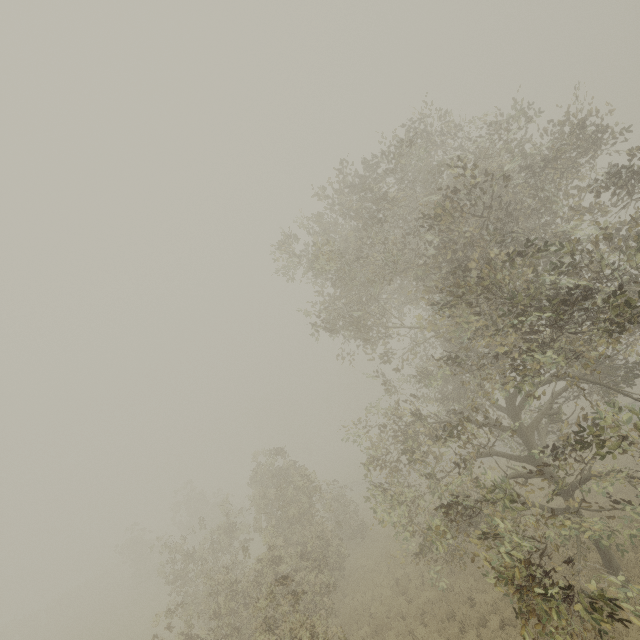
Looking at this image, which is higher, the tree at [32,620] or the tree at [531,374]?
the tree at [531,374]

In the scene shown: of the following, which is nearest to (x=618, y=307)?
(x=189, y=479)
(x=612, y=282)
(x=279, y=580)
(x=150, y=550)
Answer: (x=612, y=282)

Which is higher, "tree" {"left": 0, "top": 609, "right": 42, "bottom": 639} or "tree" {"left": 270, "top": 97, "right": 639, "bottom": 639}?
"tree" {"left": 270, "top": 97, "right": 639, "bottom": 639}

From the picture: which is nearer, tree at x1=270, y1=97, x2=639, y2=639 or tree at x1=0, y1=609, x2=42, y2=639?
tree at x1=270, y1=97, x2=639, y2=639

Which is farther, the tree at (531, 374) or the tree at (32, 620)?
the tree at (32, 620)
